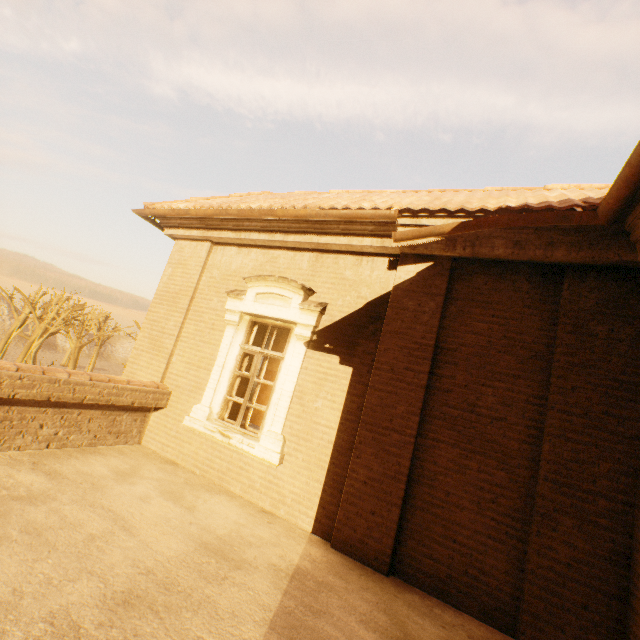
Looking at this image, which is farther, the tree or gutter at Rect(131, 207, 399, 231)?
the tree

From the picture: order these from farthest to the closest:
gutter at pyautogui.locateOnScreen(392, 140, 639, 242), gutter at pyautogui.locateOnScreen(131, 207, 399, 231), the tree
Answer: the tree, gutter at pyautogui.locateOnScreen(131, 207, 399, 231), gutter at pyautogui.locateOnScreen(392, 140, 639, 242)

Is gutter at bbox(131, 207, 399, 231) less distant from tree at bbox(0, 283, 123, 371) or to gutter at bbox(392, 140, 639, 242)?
gutter at bbox(392, 140, 639, 242)

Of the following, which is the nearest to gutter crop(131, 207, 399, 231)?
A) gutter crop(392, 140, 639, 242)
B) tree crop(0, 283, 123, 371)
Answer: gutter crop(392, 140, 639, 242)

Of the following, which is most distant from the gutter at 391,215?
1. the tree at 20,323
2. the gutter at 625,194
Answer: the tree at 20,323

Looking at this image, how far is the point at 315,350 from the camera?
5.16m

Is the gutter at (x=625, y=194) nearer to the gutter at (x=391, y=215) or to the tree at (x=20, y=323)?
the gutter at (x=391, y=215)
